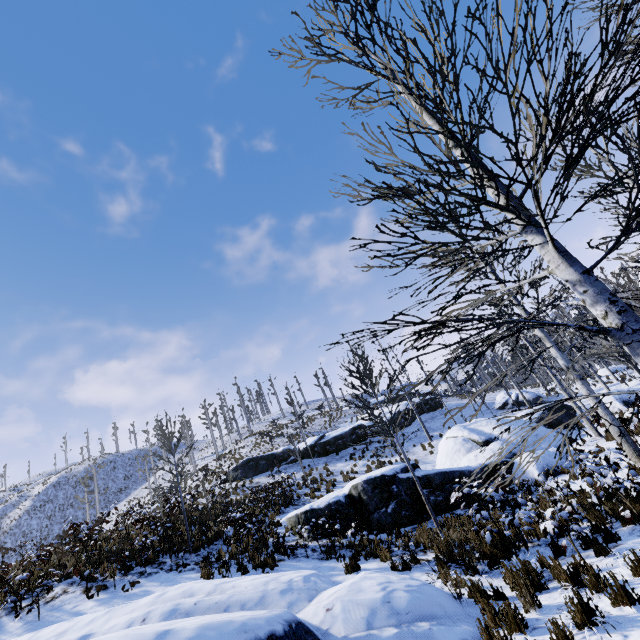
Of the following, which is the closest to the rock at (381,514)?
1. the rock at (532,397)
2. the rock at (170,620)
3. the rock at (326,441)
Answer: the rock at (170,620)

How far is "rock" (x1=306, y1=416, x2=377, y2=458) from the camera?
27.4m

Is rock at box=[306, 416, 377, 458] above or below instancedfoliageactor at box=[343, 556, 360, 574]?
above

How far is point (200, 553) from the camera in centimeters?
1182cm

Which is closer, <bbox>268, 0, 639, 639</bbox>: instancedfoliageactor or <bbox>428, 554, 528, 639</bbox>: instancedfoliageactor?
<bbox>268, 0, 639, 639</bbox>: instancedfoliageactor

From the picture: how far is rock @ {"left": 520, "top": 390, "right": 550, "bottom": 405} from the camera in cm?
3048

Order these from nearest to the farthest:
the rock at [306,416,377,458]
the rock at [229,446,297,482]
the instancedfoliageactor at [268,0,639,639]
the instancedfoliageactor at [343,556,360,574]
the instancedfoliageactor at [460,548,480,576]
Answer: the instancedfoliageactor at [268,0,639,639] < the instancedfoliageactor at [460,548,480,576] < the instancedfoliageactor at [343,556,360,574] < the rock at [229,446,297,482] < the rock at [306,416,377,458]

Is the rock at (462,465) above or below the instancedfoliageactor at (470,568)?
above
